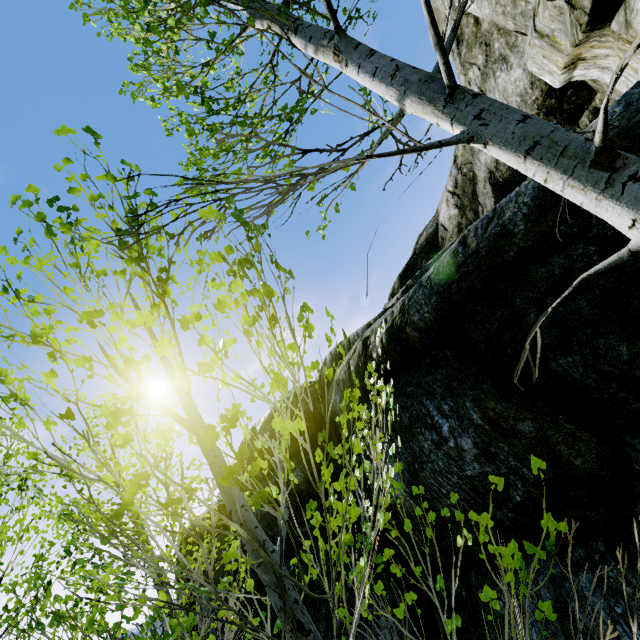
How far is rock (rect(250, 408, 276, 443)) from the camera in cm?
614

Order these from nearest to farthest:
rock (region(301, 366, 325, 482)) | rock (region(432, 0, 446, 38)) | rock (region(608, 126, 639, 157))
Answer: rock (region(608, 126, 639, 157)) → rock (region(301, 366, 325, 482)) → rock (region(432, 0, 446, 38))

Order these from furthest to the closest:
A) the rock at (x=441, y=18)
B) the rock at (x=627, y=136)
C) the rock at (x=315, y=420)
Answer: the rock at (x=441, y=18) < the rock at (x=315, y=420) < the rock at (x=627, y=136)

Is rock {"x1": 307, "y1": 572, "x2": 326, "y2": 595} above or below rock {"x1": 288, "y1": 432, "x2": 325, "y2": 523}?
below

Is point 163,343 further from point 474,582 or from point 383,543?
point 383,543

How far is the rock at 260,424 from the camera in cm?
614
